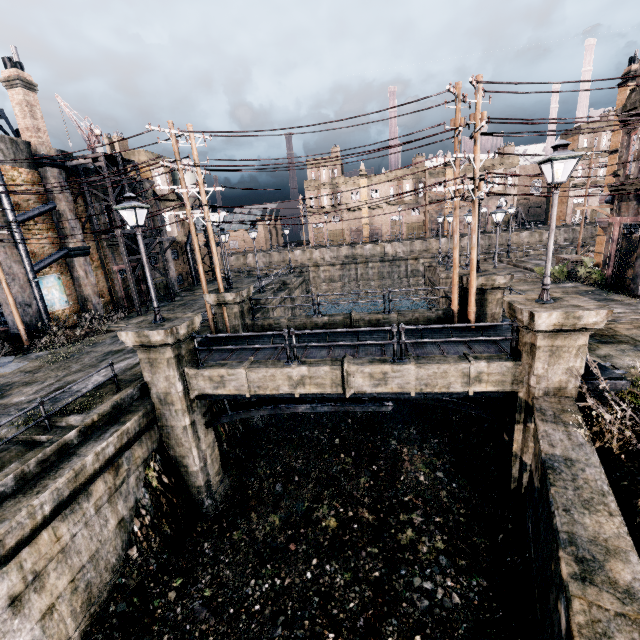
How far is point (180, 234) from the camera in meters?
35.1

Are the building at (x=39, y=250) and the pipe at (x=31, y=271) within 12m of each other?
yes

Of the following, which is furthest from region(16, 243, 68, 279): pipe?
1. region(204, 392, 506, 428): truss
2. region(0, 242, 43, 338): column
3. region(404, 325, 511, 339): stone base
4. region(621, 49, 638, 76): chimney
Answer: region(621, 49, 638, 76): chimney

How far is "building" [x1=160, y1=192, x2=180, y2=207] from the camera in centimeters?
3303cm

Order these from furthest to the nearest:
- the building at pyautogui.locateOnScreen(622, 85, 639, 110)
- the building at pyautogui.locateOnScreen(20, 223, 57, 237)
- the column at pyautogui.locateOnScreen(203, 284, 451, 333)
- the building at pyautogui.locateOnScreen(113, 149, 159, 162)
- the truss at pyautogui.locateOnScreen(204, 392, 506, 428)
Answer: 1. the building at pyautogui.locateOnScreen(113, 149, 159, 162)
2. the building at pyautogui.locateOnScreen(20, 223, 57, 237)
3. the building at pyautogui.locateOnScreen(622, 85, 639, 110)
4. the column at pyautogui.locateOnScreen(203, 284, 451, 333)
5. the truss at pyautogui.locateOnScreen(204, 392, 506, 428)

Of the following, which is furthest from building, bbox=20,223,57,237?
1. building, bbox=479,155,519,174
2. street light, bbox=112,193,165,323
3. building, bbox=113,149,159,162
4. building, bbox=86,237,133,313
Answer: building, bbox=479,155,519,174

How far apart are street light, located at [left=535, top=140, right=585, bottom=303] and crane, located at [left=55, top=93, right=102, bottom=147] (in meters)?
28.60

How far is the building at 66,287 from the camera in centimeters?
2122cm
